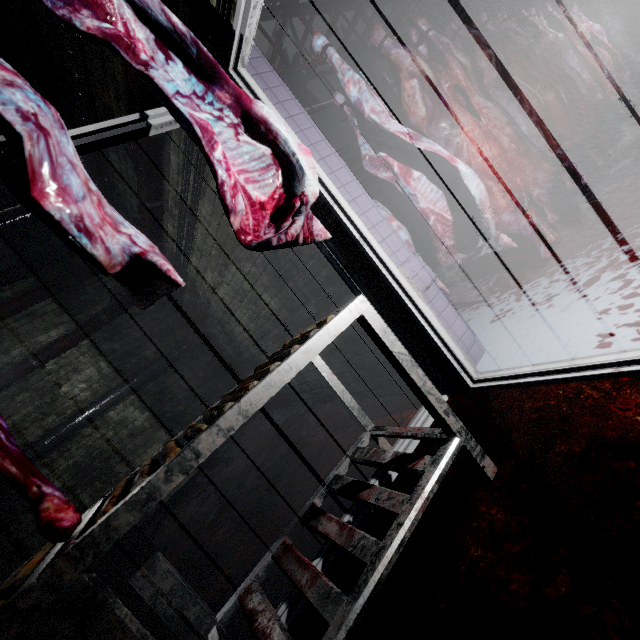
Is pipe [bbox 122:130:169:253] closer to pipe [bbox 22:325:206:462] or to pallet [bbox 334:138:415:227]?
A: pipe [bbox 22:325:206:462]

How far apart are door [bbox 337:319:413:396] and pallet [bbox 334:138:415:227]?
2.6m

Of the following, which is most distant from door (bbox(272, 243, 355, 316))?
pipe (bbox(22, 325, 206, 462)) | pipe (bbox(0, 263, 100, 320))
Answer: pipe (bbox(0, 263, 100, 320))

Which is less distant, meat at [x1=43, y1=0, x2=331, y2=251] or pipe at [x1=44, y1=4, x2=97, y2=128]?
meat at [x1=43, y1=0, x2=331, y2=251]

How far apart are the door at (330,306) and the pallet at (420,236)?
2.6 meters

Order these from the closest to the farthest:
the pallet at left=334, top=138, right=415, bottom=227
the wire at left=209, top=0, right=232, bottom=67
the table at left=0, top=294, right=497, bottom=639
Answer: the table at left=0, top=294, right=497, bottom=639 → the wire at left=209, top=0, right=232, bottom=67 → the pallet at left=334, top=138, right=415, bottom=227

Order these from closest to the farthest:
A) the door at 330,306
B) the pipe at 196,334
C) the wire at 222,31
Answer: the wire at 222,31 < the door at 330,306 < the pipe at 196,334

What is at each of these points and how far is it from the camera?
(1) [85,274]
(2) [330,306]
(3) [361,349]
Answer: (1) pipe, 4.3m
(2) door, 2.1m
(3) door, 2.2m
